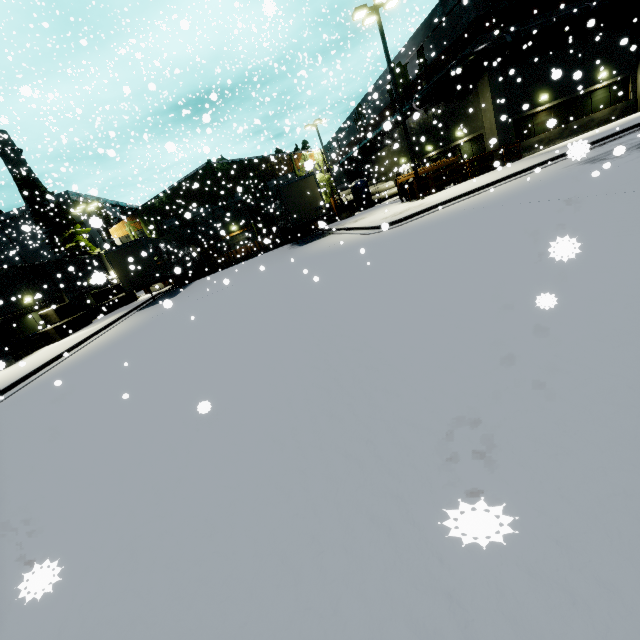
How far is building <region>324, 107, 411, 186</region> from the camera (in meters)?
31.83

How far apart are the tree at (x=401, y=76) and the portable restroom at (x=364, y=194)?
6.5m

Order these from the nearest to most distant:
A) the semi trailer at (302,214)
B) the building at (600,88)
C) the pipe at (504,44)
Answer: the pipe at (504,44), the building at (600,88), the semi trailer at (302,214)

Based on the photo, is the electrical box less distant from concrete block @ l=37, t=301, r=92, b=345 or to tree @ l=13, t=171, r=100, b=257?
tree @ l=13, t=171, r=100, b=257

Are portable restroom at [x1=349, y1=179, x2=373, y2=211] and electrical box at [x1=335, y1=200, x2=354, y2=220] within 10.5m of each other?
yes

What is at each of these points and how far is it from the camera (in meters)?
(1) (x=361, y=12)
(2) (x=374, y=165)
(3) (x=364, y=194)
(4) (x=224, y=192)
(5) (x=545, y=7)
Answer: (1) light, 16.11
(2) building, 40.62
(3) portable restroom, 32.28
(4) tree, 34.50
(5) building, 19.48

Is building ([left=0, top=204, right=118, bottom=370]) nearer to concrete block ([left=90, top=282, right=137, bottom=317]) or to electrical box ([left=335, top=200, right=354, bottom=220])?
concrete block ([left=90, top=282, right=137, bottom=317])

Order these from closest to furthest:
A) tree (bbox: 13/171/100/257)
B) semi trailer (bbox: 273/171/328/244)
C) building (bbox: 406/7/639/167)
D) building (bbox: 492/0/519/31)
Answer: building (bbox: 492/0/519/31), building (bbox: 406/7/639/167), semi trailer (bbox: 273/171/328/244), tree (bbox: 13/171/100/257)
